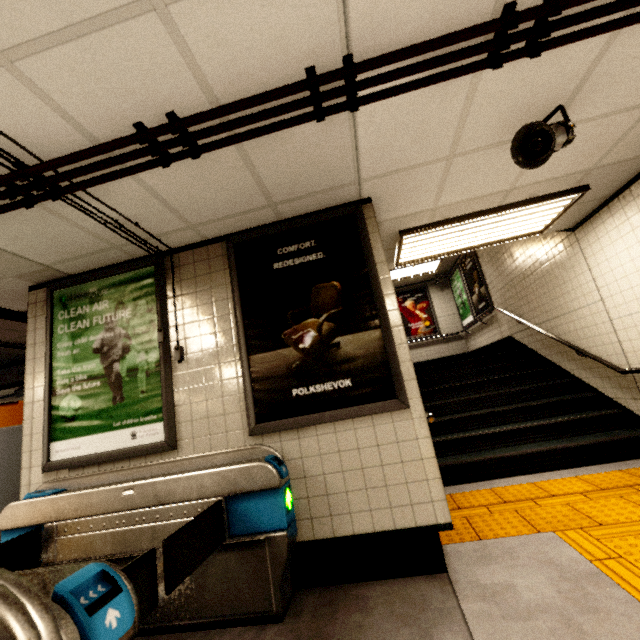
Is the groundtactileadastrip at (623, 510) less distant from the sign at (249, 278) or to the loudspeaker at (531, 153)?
the sign at (249, 278)

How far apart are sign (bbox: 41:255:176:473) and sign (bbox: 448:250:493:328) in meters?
7.2 m

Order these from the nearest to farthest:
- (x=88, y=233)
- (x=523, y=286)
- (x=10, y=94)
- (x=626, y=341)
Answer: (x=10, y=94), (x=88, y=233), (x=626, y=341), (x=523, y=286)

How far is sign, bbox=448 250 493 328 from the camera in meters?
7.9 m

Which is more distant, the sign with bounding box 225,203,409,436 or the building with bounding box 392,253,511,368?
the building with bounding box 392,253,511,368

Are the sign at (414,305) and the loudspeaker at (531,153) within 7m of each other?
no

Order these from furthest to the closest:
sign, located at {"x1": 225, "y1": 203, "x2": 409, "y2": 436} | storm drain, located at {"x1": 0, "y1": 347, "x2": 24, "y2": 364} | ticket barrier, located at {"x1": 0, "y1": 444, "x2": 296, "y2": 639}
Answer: storm drain, located at {"x1": 0, "y1": 347, "x2": 24, "y2": 364} < sign, located at {"x1": 225, "y1": 203, "x2": 409, "y2": 436} < ticket barrier, located at {"x1": 0, "y1": 444, "x2": 296, "y2": 639}

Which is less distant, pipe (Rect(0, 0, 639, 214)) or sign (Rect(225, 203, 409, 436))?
pipe (Rect(0, 0, 639, 214))
